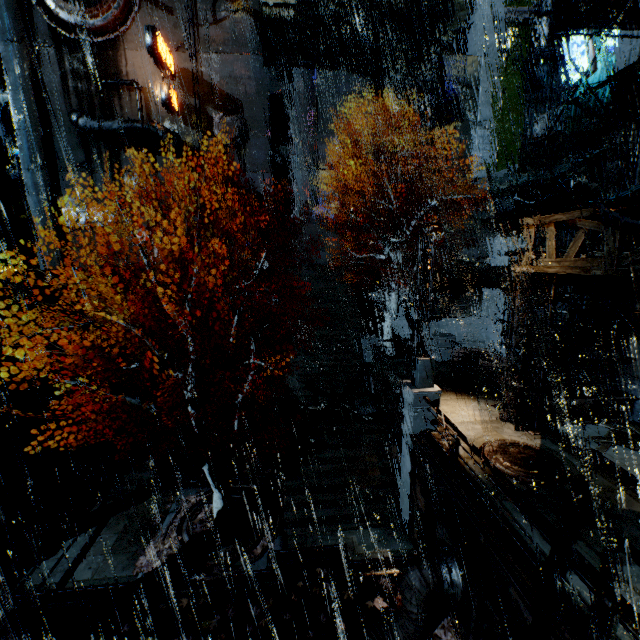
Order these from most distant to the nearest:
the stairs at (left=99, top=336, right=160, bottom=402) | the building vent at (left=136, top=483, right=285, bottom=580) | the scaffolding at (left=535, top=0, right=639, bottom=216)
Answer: the stairs at (left=99, top=336, right=160, bottom=402) < the building vent at (left=136, top=483, right=285, bottom=580) < the scaffolding at (left=535, top=0, right=639, bottom=216)

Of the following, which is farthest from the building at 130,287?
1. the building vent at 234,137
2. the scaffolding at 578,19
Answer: the scaffolding at 578,19

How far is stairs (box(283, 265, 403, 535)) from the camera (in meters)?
13.31

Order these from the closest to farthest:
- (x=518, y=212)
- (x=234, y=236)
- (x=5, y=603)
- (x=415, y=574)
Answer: (x=415, y=574)
(x=5, y=603)
(x=518, y=212)
(x=234, y=236)

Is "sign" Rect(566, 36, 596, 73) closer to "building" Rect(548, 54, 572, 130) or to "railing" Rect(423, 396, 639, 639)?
"building" Rect(548, 54, 572, 130)

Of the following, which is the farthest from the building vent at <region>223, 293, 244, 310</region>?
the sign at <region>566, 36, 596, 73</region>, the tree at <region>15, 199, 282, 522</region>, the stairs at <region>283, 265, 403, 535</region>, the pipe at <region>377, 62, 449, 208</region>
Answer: the sign at <region>566, 36, 596, 73</region>

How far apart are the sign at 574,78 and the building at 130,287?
28.4 meters

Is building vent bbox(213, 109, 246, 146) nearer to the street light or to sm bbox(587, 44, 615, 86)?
sm bbox(587, 44, 615, 86)
